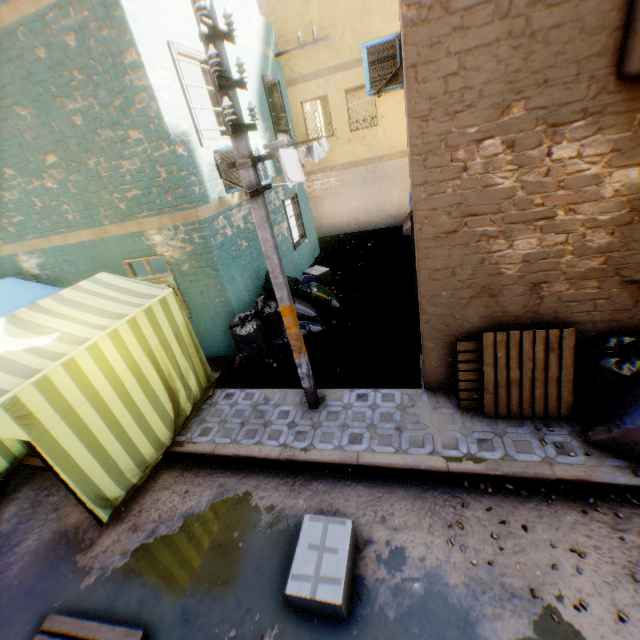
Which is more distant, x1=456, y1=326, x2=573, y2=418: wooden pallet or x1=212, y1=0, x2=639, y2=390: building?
x1=456, y1=326, x2=573, y2=418: wooden pallet

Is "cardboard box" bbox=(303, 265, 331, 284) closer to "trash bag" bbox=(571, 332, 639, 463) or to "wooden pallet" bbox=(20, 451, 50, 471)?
"trash bag" bbox=(571, 332, 639, 463)

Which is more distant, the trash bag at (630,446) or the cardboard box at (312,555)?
the trash bag at (630,446)

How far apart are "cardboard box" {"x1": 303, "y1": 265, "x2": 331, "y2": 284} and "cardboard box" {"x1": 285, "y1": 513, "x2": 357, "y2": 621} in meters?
7.0

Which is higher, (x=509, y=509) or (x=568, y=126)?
(x=568, y=126)

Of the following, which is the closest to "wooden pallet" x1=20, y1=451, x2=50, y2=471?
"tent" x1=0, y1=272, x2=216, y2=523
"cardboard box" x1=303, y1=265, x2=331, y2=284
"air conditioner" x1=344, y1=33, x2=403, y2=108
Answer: "tent" x1=0, y1=272, x2=216, y2=523

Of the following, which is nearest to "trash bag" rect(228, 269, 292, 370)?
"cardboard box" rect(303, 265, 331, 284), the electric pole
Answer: the electric pole

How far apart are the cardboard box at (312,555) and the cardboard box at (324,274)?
7.0m
